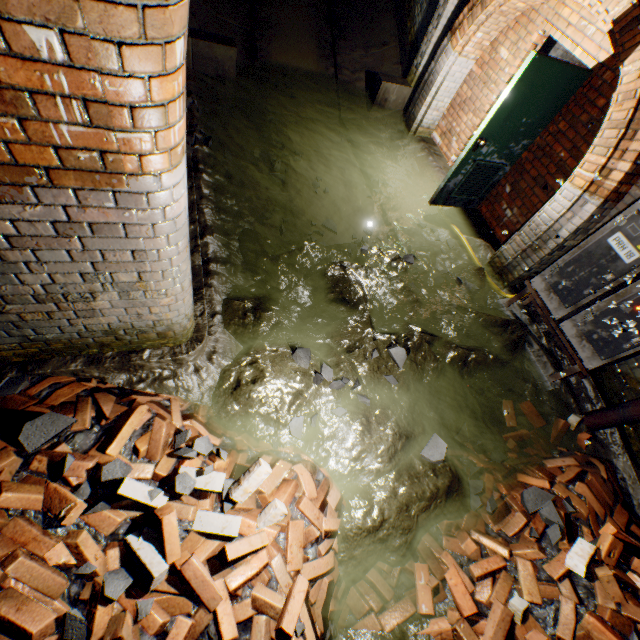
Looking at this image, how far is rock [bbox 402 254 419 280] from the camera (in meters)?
4.37

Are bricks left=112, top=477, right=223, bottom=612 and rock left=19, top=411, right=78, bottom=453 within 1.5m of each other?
yes

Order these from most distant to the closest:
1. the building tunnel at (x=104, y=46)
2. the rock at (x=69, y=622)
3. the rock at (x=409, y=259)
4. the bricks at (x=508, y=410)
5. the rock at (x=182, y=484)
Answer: the rock at (x=409, y=259), the bricks at (x=508, y=410), the rock at (x=182, y=484), the rock at (x=69, y=622), the building tunnel at (x=104, y=46)

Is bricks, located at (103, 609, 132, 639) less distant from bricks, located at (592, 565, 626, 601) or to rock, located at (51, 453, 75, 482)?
rock, located at (51, 453, 75, 482)

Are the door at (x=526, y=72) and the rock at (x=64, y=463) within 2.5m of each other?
no

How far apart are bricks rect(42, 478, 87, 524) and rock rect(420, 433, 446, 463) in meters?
2.7 m

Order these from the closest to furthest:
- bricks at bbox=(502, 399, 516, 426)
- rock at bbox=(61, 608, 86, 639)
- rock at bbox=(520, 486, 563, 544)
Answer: rock at bbox=(61, 608, 86, 639) → rock at bbox=(520, 486, 563, 544) → bricks at bbox=(502, 399, 516, 426)

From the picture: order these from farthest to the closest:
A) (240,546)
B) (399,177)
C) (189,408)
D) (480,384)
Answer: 1. (399,177)
2. (480,384)
3. (189,408)
4. (240,546)
